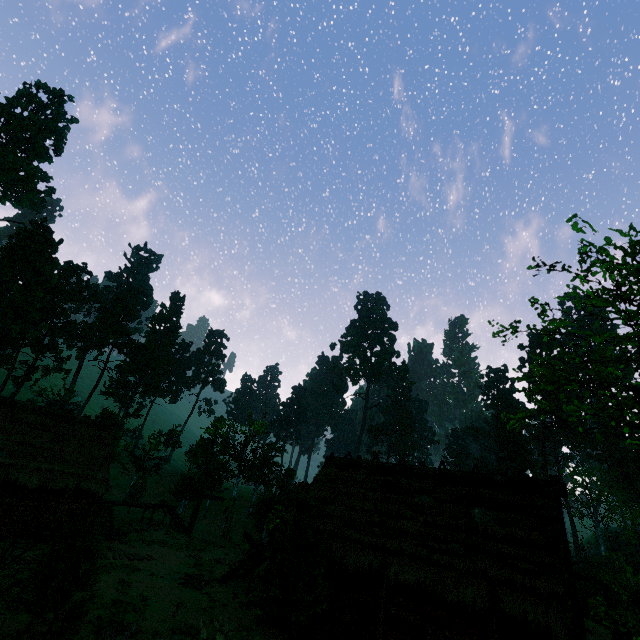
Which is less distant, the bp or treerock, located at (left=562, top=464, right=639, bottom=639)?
the bp

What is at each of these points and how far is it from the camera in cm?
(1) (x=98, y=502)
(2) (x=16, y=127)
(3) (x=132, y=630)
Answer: (1) building, 2306
(2) treerock, 5388
(3) rock, 1290

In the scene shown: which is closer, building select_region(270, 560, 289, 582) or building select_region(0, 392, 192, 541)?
building select_region(270, 560, 289, 582)

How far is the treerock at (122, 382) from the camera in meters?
56.9

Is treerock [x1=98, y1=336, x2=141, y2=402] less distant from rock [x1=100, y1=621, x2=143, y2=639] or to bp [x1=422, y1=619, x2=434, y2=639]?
rock [x1=100, y1=621, x2=143, y2=639]

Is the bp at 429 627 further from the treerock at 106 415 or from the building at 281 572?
the treerock at 106 415

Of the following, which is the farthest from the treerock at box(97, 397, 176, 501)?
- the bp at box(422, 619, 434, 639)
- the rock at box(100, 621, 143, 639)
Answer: the bp at box(422, 619, 434, 639)

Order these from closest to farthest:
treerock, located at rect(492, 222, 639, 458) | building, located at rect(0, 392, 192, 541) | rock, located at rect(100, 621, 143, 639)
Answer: treerock, located at rect(492, 222, 639, 458), rock, located at rect(100, 621, 143, 639), building, located at rect(0, 392, 192, 541)
